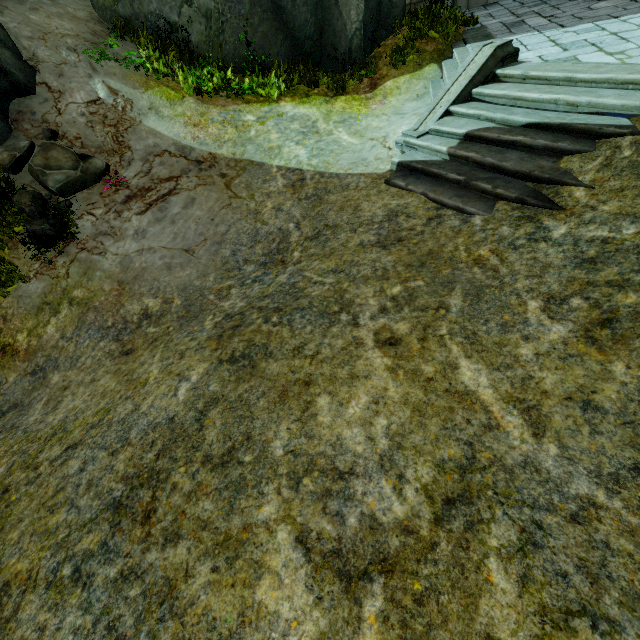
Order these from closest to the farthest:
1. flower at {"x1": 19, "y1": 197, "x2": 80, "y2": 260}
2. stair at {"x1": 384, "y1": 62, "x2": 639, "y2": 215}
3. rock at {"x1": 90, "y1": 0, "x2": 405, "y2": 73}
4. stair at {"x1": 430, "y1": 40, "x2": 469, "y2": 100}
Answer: stair at {"x1": 384, "y1": 62, "x2": 639, "y2": 215} < flower at {"x1": 19, "y1": 197, "x2": 80, "y2": 260} < stair at {"x1": 430, "y1": 40, "x2": 469, "y2": 100} < rock at {"x1": 90, "y1": 0, "x2": 405, "y2": 73}

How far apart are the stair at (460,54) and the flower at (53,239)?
8.1m

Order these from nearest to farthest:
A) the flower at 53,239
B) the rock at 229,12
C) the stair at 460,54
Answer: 1. the flower at 53,239
2. the stair at 460,54
3. the rock at 229,12

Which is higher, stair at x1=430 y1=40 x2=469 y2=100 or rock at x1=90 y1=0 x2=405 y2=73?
rock at x1=90 y1=0 x2=405 y2=73

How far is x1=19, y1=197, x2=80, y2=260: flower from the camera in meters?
6.3 m

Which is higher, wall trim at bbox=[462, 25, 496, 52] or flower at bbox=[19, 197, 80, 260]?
wall trim at bbox=[462, 25, 496, 52]

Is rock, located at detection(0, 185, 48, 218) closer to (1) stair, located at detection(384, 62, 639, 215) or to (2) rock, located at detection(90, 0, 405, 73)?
(2) rock, located at detection(90, 0, 405, 73)

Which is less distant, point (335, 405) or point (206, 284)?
point (335, 405)
